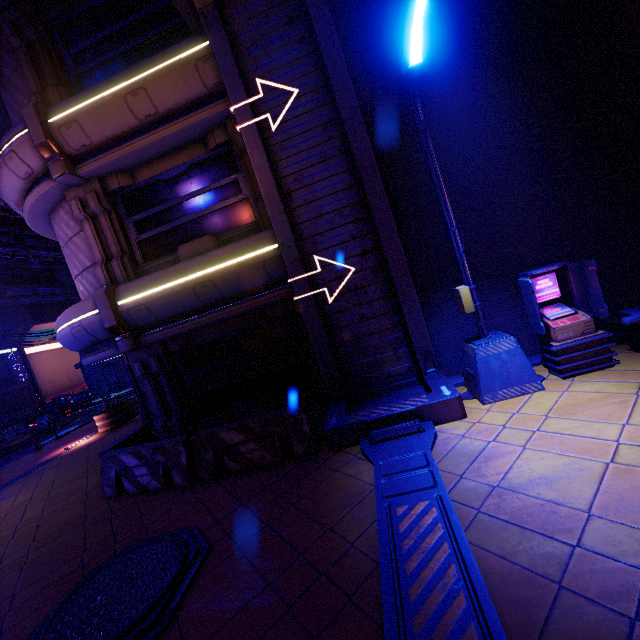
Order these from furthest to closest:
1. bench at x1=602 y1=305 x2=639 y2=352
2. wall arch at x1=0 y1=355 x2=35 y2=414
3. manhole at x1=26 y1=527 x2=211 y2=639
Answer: wall arch at x1=0 y1=355 x2=35 y2=414
bench at x1=602 y1=305 x2=639 y2=352
manhole at x1=26 y1=527 x2=211 y2=639

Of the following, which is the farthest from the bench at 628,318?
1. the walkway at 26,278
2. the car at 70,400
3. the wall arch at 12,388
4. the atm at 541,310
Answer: the wall arch at 12,388

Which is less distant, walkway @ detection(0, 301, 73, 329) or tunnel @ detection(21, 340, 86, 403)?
walkway @ detection(0, 301, 73, 329)

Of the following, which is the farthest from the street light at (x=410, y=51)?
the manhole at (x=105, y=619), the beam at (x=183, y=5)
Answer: the manhole at (x=105, y=619)

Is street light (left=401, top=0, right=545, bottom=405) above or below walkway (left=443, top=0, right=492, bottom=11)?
below

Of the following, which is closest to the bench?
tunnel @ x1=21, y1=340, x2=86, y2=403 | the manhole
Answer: the manhole

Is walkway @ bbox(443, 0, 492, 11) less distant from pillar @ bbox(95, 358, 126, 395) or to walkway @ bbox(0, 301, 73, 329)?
walkway @ bbox(0, 301, 73, 329)

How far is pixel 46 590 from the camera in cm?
465
